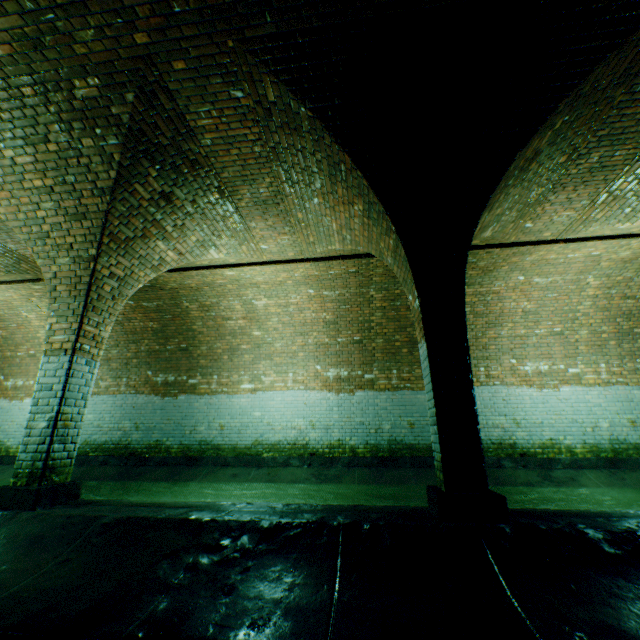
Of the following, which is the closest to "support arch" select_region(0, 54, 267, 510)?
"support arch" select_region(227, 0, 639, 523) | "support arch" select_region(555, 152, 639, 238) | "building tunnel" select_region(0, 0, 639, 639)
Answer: "building tunnel" select_region(0, 0, 639, 639)

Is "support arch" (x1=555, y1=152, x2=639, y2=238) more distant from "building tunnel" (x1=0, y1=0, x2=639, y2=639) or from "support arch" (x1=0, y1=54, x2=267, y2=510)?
"support arch" (x1=0, y1=54, x2=267, y2=510)

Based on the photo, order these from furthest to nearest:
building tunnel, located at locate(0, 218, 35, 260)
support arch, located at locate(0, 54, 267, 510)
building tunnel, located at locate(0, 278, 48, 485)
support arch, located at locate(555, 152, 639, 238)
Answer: building tunnel, located at locate(0, 278, 48, 485) → building tunnel, located at locate(0, 218, 35, 260) → support arch, located at locate(555, 152, 639, 238) → support arch, located at locate(0, 54, 267, 510)

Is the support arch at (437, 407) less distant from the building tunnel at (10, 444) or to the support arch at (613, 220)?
the building tunnel at (10, 444)

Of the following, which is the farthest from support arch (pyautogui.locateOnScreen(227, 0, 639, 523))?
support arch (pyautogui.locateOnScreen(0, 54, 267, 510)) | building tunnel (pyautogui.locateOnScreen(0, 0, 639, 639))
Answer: support arch (pyautogui.locateOnScreen(0, 54, 267, 510))

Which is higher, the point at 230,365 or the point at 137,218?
the point at 137,218

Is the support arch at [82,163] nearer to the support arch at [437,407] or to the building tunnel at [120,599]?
the building tunnel at [120,599]
